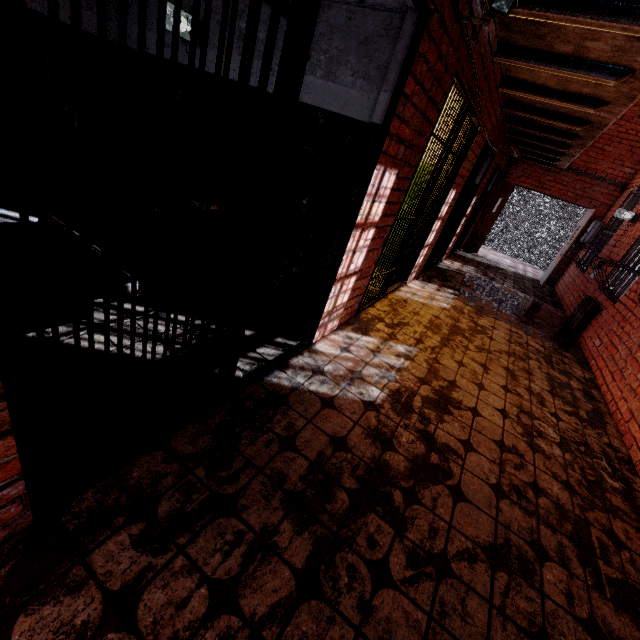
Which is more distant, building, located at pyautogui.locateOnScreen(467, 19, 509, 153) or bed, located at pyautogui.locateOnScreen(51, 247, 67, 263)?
building, located at pyautogui.locateOnScreen(467, 19, 509, 153)

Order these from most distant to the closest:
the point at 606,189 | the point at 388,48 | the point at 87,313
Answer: the point at 606,189
the point at 388,48
the point at 87,313

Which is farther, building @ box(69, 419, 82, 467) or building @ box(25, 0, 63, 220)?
building @ box(25, 0, 63, 220)

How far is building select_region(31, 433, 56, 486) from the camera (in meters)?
1.41

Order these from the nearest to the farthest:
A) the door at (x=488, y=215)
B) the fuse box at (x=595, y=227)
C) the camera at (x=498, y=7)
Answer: the camera at (x=498, y=7) → the fuse box at (x=595, y=227) → the door at (x=488, y=215)

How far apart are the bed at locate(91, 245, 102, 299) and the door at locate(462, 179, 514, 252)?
9.9m

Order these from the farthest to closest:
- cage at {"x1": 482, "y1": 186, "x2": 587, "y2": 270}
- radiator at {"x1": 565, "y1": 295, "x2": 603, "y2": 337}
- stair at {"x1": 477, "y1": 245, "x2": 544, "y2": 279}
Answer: cage at {"x1": 482, "y1": 186, "x2": 587, "y2": 270}, stair at {"x1": 477, "y1": 245, "x2": 544, "y2": 279}, radiator at {"x1": 565, "y1": 295, "x2": 603, "y2": 337}

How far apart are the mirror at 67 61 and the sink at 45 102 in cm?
11
